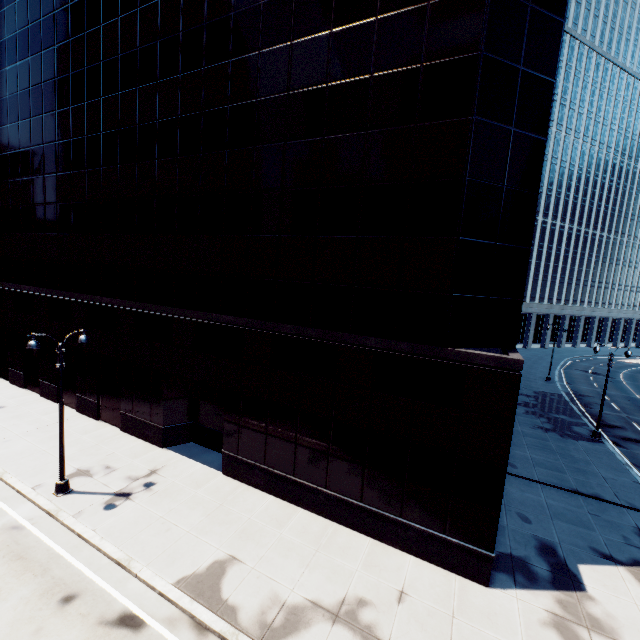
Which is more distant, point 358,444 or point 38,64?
point 38,64

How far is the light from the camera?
14.02m

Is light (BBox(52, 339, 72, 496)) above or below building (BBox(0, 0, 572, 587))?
below

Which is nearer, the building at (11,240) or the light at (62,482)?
the building at (11,240)

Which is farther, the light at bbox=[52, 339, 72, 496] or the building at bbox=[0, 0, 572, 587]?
the light at bbox=[52, 339, 72, 496]

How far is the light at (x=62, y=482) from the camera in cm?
1402
